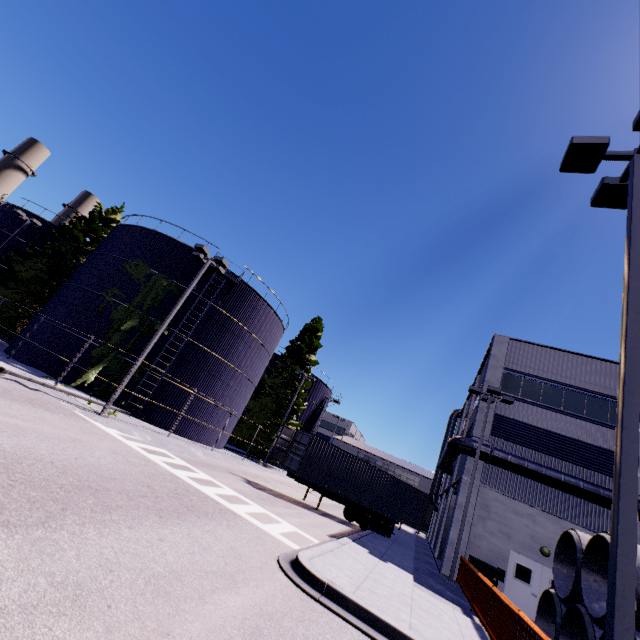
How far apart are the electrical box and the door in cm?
164

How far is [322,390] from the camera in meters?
44.9

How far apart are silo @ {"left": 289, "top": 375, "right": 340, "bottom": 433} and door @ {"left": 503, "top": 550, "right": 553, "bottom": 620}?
27.04m

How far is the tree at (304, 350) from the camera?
33.7 meters

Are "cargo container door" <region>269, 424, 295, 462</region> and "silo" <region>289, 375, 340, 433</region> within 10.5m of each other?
no

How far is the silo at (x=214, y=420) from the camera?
21.6 meters

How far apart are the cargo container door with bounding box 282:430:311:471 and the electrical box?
9.74m

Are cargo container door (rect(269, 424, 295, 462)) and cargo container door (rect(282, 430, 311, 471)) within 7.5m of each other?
yes
